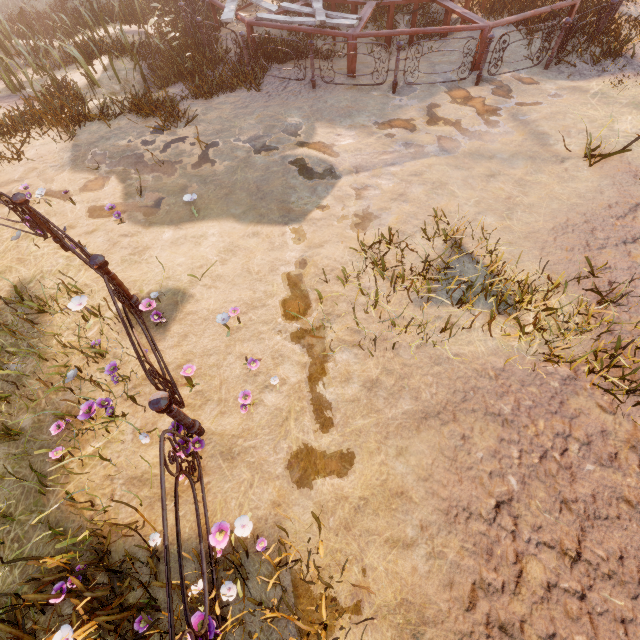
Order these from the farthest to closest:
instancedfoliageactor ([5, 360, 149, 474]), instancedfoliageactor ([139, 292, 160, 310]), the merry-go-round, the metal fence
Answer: the merry-go-round, instancedfoliageactor ([139, 292, 160, 310]), instancedfoliageactor ([5, 360, 149, 474]), the metal fence

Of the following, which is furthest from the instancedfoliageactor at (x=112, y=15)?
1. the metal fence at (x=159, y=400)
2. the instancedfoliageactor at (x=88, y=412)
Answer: the instancedfoliageactor at (x=88, y=412)

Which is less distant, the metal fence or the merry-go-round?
the metal fence

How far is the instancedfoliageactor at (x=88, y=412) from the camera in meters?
3.1 m

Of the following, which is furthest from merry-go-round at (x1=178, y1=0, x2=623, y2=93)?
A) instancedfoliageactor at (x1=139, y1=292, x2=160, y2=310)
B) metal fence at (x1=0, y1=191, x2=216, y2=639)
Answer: instancedfoliageactor at (x1=139, y1=292, x2=160, y2=310)

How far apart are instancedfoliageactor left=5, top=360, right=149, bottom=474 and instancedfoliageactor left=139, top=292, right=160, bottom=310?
1.38m

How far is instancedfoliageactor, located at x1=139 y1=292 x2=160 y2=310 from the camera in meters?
3.8 m

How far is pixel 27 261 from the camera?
5.0 meters
